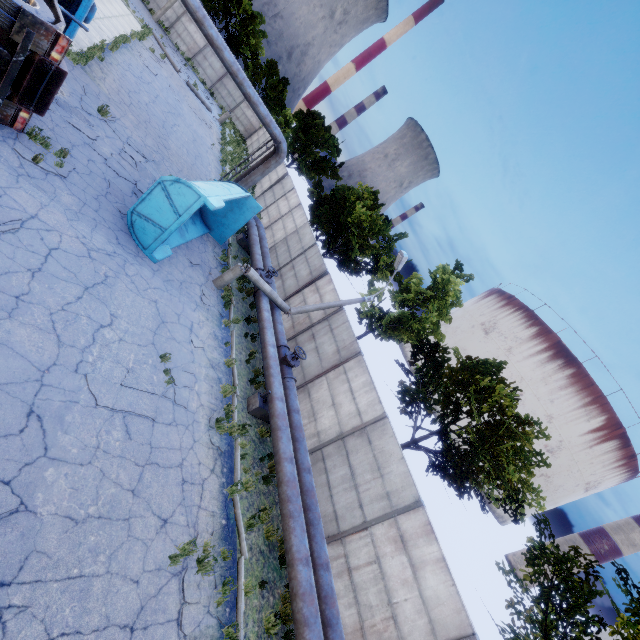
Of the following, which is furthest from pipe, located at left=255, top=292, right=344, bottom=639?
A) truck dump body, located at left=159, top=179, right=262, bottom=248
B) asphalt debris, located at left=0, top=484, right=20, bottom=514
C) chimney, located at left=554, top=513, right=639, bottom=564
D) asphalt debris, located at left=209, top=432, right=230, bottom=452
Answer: chimney, located at left=554, top=513, right=639, bottom=564

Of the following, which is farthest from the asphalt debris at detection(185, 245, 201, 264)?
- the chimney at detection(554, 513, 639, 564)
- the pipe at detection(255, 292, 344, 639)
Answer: the chimney at detection(554, 513, 639, 564)

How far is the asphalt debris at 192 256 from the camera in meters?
12.7

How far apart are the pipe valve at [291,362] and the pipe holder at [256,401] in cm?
82

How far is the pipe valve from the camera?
12.1 meters

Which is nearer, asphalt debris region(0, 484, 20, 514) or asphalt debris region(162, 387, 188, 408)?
asphalt debris region(0, 484, 20, 514)

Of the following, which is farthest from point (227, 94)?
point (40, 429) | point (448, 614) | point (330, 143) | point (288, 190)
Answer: point (448, 614)

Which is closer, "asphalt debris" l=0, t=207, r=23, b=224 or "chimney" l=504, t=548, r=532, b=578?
"asphalt debris" l=0, t=207, r=23, b=224
